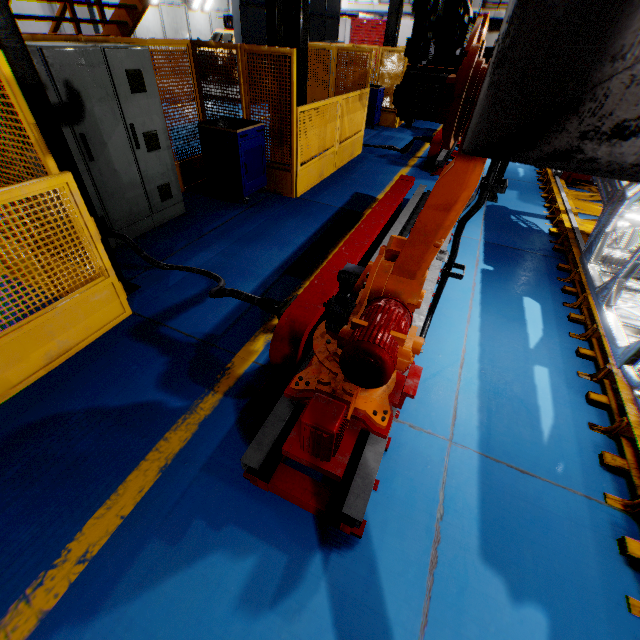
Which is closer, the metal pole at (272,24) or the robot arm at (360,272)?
the robot arm at (360,272)

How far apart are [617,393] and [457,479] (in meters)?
1.94

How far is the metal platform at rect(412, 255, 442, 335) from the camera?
3.2 meters

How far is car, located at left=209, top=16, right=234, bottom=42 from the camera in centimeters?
1620cm

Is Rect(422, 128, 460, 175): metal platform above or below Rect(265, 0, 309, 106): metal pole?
below

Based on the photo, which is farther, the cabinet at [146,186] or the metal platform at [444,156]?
Answer: the metal platform at [444,156]

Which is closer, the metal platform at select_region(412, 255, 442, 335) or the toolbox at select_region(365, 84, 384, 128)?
the metal platform at select_region(412, 255, 442, 335)

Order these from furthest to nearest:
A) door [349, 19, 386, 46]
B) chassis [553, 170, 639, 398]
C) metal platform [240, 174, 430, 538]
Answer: door [349, 19, 386, 46] < chassis [553, 170, 639, 398] < metal platform [240, 174, 430, 538]
